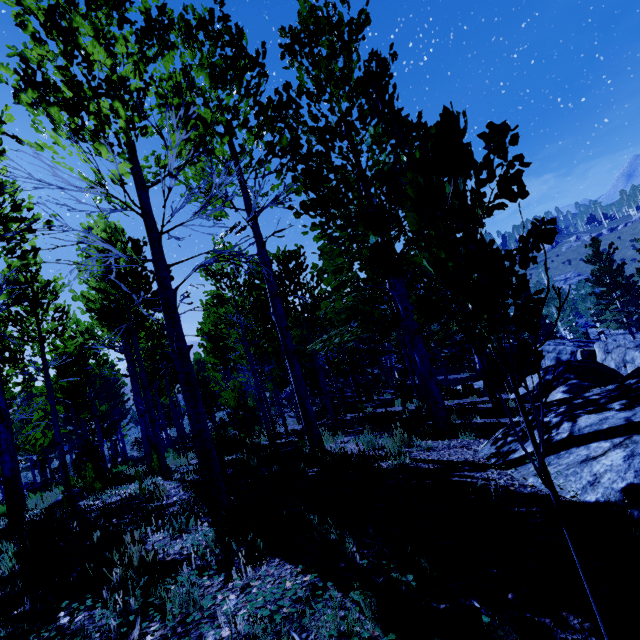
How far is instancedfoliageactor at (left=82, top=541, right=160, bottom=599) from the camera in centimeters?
245cm

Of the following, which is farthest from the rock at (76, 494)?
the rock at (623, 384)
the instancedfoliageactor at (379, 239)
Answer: the rock at (623, 384)

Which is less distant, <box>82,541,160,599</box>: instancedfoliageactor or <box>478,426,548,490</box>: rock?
<box>82,541,160,599</box>: instancedfoliageactor

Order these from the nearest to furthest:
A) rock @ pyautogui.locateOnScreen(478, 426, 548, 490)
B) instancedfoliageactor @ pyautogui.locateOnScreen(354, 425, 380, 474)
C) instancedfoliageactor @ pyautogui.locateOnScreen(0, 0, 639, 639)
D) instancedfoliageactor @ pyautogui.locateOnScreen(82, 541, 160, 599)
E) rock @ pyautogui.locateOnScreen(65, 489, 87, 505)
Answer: instancedfoliageactor @ pyautogui.locateOnScreen(0, 0, 639, 639) < instancedfoliageactor @ pyautogui.locateOnScreen(82, 541, 160, 599) < rock @ pyautogui.locateOnScreen(478, 426, 548, 490) < instancedfoliageactor @ pyautogui.locateOnScreen(354, 425, 380, 474) < rock @ pyautogui.locateOnScreen(65, 489, 87, 505)

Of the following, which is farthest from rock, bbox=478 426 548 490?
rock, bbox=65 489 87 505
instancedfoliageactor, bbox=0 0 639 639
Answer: rock, bbox=65 489 87 505

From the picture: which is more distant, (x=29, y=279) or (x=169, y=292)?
(x=29, y=279)

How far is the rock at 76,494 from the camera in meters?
8.6 m
